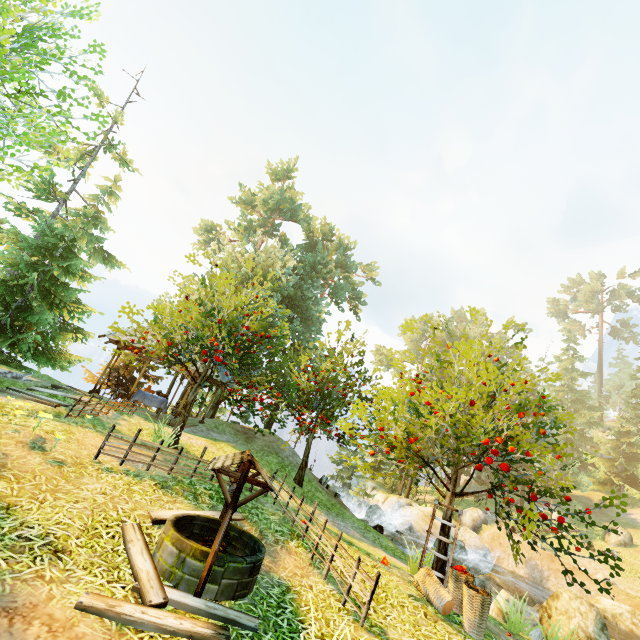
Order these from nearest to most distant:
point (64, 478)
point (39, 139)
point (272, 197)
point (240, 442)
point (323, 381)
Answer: point (64, 478) < point (39, 139) < point (323, 381) < point (240, 442) < point (272, 197)

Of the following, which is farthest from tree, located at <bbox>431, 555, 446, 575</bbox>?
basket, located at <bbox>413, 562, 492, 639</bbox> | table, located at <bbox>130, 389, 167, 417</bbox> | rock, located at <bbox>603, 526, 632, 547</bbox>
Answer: table, located at <bbox>130, 389, 167, 417</bbox>

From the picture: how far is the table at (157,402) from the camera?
15.9 meters

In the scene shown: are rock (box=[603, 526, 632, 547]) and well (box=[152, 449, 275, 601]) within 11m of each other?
no

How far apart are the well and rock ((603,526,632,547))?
35.5 meters

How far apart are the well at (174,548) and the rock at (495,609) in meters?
8.3 m

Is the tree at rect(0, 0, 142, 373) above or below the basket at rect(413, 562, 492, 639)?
above

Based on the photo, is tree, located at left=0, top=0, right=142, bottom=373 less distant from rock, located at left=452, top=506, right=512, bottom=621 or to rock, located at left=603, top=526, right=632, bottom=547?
rock, located at left=603, top=526, right=632, bottom=547
